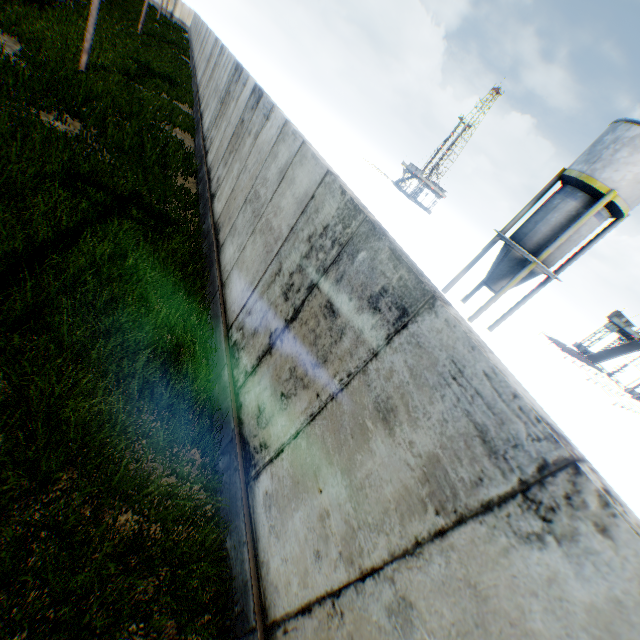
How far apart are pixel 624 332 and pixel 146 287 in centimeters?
6670cm

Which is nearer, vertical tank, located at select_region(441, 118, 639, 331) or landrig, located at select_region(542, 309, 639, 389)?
vertical tank, located at select_region(441, 118, 639, 331)

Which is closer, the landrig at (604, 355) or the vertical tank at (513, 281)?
the vertical tank at (513, 281)
